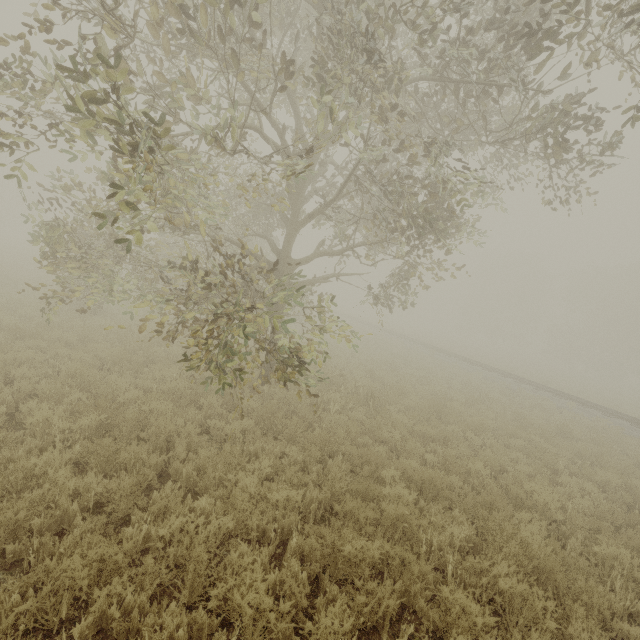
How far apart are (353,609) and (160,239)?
18.32m
